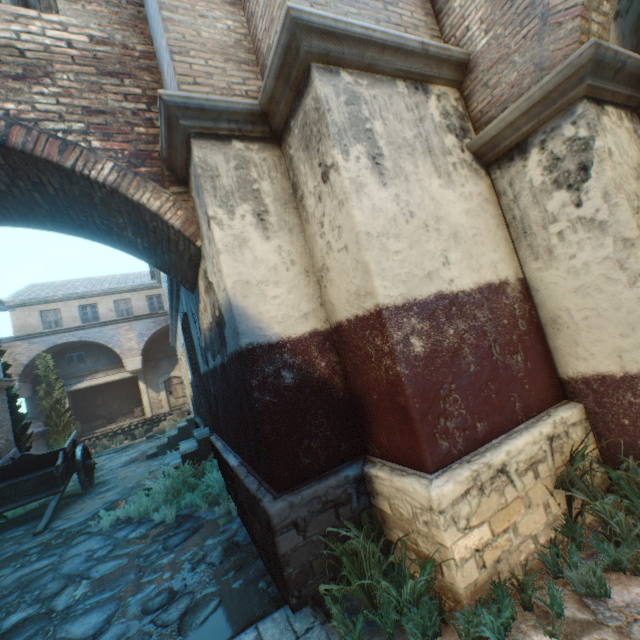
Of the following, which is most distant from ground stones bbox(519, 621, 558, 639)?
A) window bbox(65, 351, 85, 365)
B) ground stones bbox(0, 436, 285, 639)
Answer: window bbox(65, 351, 85, 365)

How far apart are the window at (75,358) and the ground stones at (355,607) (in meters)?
23.33

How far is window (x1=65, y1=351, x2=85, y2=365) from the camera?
20.3m

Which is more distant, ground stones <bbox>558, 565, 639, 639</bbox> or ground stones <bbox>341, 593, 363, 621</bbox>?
ground stones <bbox>341, 593, 363, 621</bbox>

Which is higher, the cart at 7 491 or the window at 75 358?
the window at 75 358

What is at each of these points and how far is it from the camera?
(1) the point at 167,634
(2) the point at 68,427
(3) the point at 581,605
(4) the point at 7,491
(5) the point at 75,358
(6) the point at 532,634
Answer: (1) ground stones, 2.99m
(2) tree, 16.97m
(3) ground stones, 2.20m
(4) cart, 8.06m
(5) window, 20.47m
(6) ground stones, 2.11m

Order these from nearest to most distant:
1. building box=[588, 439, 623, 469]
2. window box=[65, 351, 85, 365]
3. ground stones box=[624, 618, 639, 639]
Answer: ground stones box=[624, 618, 639, 639] < building box=[588, 439, 623, 469] < window box=[65, 351, 85, 365]

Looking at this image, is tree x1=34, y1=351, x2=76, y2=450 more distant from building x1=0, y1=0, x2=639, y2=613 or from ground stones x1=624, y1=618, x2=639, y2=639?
ground stones x1=624, y1=618, x2=639, y2=639
